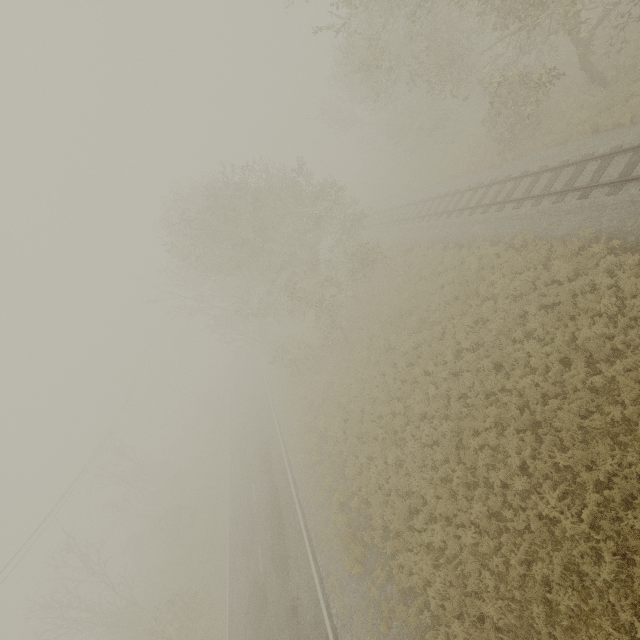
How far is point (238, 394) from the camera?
40.1 meters
